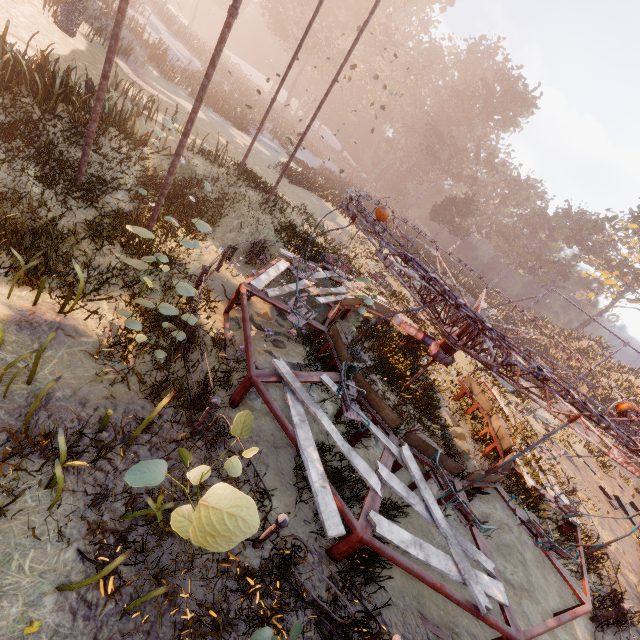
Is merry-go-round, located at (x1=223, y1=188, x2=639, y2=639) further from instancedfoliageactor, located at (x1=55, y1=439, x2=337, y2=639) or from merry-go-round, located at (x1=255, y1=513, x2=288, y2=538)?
instancedfoliageactor, located at (x1=55, y1=439, x2=337, y2=639)

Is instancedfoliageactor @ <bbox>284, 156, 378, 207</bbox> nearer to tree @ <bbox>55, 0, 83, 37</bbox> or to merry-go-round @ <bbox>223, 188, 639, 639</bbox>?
merry-go-round @ <bbox>223, 188, 639, 639</bbox>

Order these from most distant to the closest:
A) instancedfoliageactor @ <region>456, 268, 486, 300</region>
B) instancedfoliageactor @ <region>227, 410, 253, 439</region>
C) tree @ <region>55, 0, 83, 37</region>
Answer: instancedfoliageactor @ <region>456, 268, 486, 300</region> < tree @ <region>55, 0, 83, 37</region> < instancedfoliageactor @ <region>227, 410, 253, 439</region>

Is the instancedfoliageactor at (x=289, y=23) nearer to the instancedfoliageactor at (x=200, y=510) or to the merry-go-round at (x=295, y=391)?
the merry-go-round at (x=295, y=391)

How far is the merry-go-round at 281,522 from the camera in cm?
422

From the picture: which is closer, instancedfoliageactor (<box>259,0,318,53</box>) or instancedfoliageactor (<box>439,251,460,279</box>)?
instancedfoliageactor (<box>439,251,460,279</box>)

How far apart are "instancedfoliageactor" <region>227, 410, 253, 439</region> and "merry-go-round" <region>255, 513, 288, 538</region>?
1.12m

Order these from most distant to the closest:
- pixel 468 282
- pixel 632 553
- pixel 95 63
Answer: pixel 468 282 < pixel 95 63 < pixel 632 553
